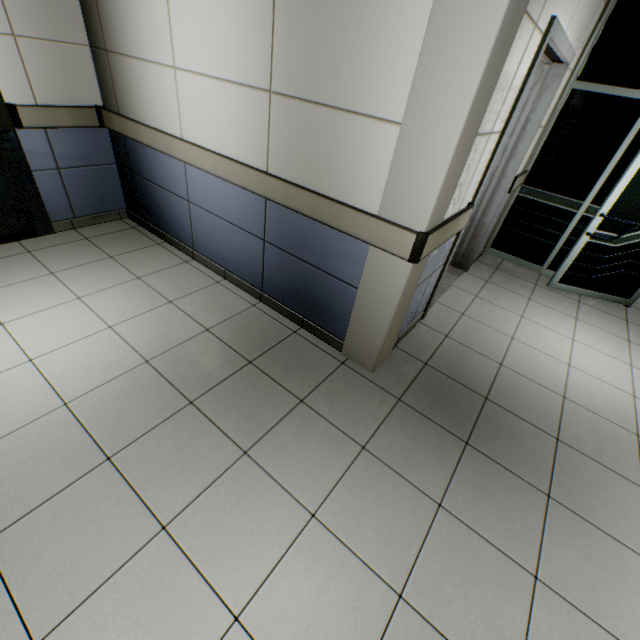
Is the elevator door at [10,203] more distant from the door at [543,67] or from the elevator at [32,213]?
the door at [543,67]

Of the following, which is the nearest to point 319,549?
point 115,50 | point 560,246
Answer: point 115,50

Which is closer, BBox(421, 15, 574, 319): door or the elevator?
BBox(421, 15, 574, 319): door

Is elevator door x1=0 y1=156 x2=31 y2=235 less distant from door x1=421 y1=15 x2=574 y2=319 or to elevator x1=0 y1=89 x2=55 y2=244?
elevator x1=0 y1=89 x2=55 y2=244

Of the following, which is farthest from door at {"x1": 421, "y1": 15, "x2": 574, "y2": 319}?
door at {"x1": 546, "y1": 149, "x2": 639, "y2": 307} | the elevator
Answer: the elevator

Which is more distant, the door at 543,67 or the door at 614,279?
the door at 614,279

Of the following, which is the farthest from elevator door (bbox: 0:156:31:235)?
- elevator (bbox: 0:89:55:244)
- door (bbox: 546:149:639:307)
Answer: door (bbox: 546:149:639:307)

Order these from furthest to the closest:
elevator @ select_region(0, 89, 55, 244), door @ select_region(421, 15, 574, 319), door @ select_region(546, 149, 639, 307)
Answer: door @ select_region(546, 149, 639, 307) < elevator @ select_region(0, 89, 55, 244) < door @ select_region(421, 15, 574, 319)
